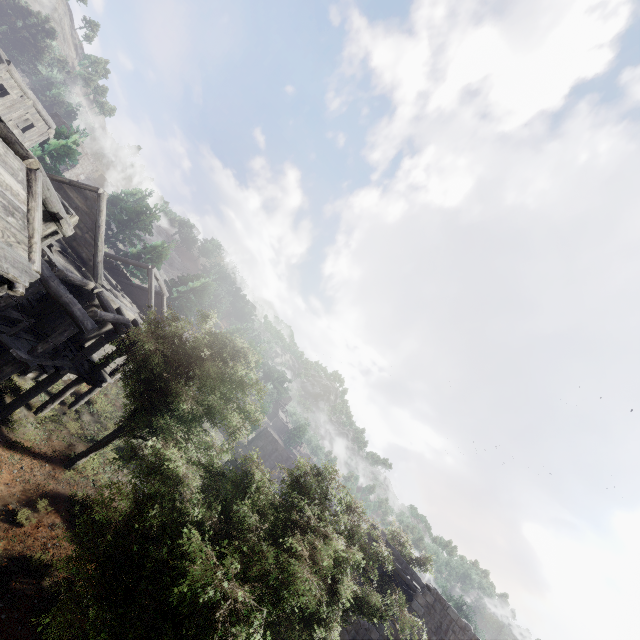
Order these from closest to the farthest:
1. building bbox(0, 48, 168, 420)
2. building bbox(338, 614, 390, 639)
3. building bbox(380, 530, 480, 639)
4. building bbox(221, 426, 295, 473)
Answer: building bbox(0, 48, 168, 420) → building bbox(338, 614, 390, 639) → building bbox(380, 530, 480, 639) → building bbox(221, 426, 295, 473)

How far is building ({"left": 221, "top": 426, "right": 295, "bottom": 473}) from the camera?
22.5 meters

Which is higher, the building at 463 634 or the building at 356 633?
the building at 463 634

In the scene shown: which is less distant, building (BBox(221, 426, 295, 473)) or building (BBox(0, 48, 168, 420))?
building (BBox(0, 48, 168, 420))

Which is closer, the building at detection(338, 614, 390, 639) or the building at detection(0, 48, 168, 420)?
the building at detection(0, 48, 168, 420)

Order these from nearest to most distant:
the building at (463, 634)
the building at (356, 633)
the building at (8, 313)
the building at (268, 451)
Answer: the building at (8, 313) → the building at (356, 633) → the building at (463, 634) → the building at (268, 451)

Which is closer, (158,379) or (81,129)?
(158,379)
